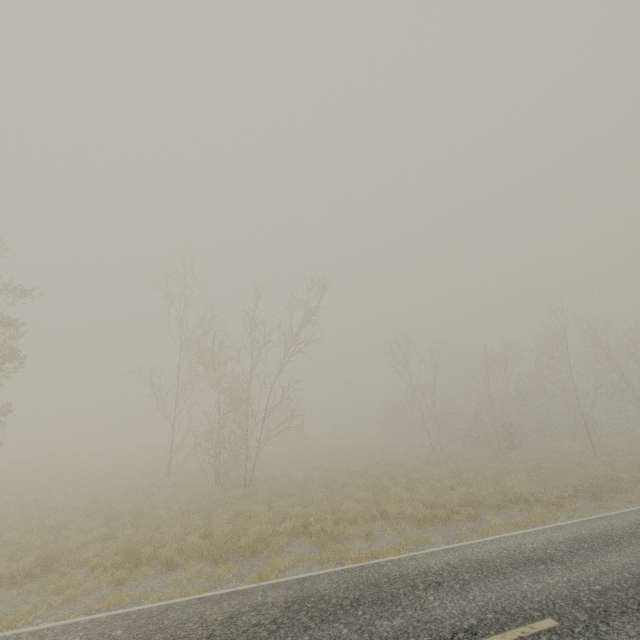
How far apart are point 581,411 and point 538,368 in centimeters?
485cm

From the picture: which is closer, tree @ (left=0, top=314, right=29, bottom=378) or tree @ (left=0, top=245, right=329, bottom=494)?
tree @ (left=0, top=314, right=29, bottom=378)

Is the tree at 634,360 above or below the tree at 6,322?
below

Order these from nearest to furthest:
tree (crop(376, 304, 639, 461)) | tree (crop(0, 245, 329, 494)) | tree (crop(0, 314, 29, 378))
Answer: tree (crop(0, 314, 29, 378)) → tree (crop(0, 245, 329, 494)) → tree (crop(376, 304, 639, 461))

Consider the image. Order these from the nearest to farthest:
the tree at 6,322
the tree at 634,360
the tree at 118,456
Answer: the tree at 6,322, the tree at 118,456, the tree at 634,360

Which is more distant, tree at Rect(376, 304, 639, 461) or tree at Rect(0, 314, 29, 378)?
tree at Rect(376, 304, 639, 461)

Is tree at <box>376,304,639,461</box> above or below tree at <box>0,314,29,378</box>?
below
